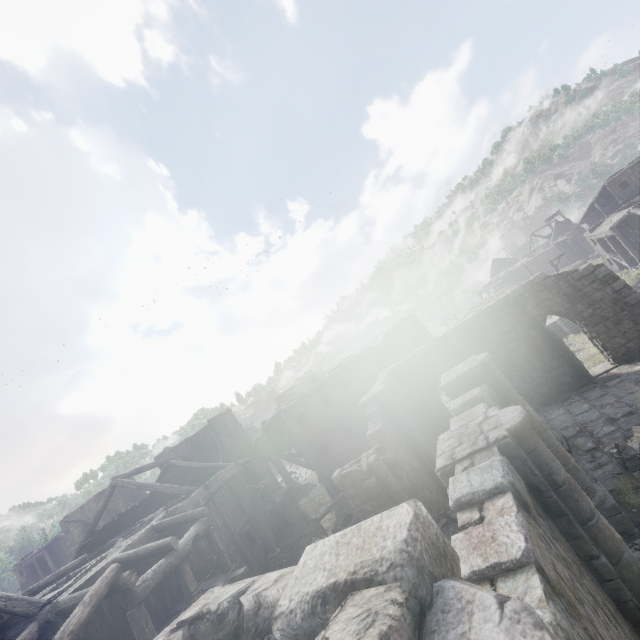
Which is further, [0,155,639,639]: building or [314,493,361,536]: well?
[314,493,361,536]: well

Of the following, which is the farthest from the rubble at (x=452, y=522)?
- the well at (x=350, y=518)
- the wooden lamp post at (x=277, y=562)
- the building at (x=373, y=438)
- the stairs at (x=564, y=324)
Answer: the stairs at (x=564, y=324)

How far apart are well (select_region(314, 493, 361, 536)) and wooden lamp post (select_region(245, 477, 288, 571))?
2.4m

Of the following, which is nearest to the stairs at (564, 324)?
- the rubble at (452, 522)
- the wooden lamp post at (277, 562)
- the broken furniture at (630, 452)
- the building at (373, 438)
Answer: the building at (373, 438)

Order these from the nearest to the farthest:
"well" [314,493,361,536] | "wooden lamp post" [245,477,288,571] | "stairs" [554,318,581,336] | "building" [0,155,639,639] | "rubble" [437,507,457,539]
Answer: "building" [0,155,639,639]
"rubble" [437,507,457,539]
"wooden lamp post" [245,477,288,571]
"well" [314,493,361,536]
"stairs" [554,318,581,336]

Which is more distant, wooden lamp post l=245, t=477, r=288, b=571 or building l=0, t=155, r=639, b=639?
wooden lamp post l=245, t=477, r=288, b=571

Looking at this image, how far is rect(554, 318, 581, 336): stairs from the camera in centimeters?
2804cm

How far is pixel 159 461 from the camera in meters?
23.0 m
